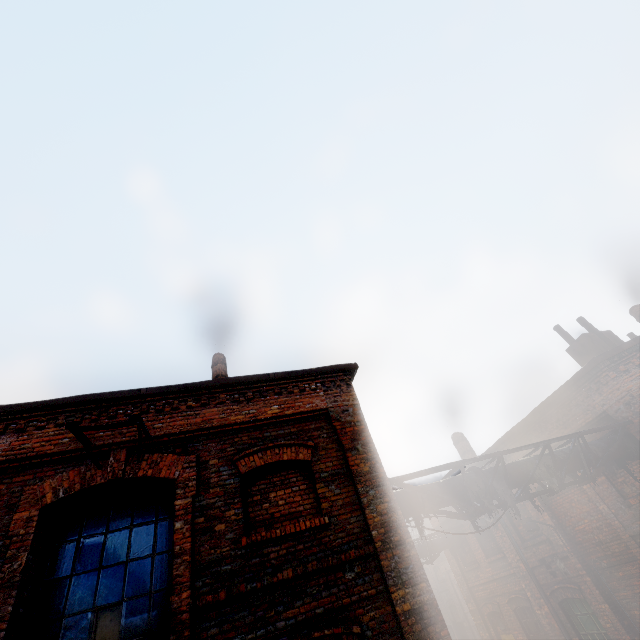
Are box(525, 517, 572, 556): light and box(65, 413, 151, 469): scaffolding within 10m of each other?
no

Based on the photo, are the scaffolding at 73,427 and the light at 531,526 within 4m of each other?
no

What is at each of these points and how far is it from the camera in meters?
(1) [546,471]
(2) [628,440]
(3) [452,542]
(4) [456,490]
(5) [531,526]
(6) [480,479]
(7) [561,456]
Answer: (1) pipe, 7.3 m
(2) pipe, 8.4 m
(3) pipe, 14.9 m
(4) pipe, 6.8 m
(5) light, 10.4 m
(6) pipe, 7.0 m
(7) pipe, 7.7 m

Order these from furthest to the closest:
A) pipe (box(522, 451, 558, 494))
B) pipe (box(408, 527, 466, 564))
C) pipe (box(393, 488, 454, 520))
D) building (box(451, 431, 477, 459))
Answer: building (box(451, 431, 477, 459)), pipe (box(408, 527, 466, 564)), pipe (box(522, 451, 558, 494)), pipe (box(393, 488, 454, 520))

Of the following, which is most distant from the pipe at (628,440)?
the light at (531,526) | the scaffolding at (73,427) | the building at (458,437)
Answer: the scaffolding at (73,427)

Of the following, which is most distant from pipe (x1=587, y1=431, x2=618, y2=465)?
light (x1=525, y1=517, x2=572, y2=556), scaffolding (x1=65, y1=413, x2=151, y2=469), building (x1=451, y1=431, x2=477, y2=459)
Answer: scaffolding (x1=65, y1=413, x2=151, y2=469)

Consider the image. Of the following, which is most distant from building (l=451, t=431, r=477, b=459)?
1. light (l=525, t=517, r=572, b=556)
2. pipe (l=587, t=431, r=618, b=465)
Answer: light (l=525, t=517, r=572, b=556)

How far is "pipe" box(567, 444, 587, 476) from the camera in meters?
7.6
